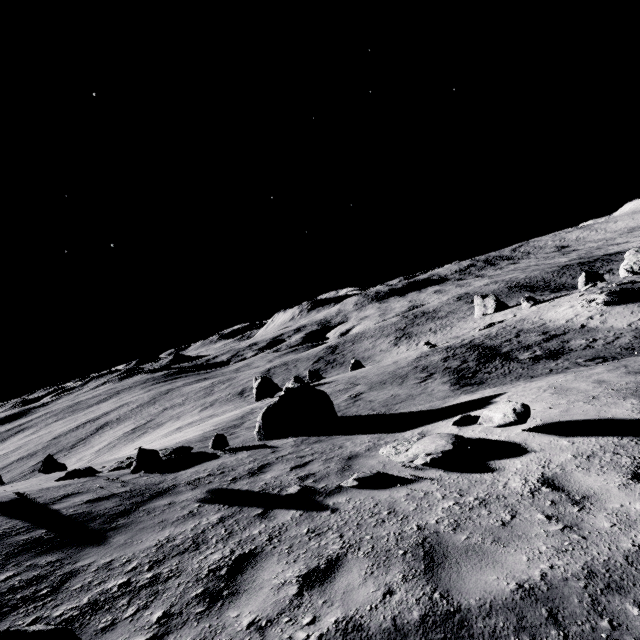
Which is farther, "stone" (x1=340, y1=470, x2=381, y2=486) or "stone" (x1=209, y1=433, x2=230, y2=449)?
"stone" (x1=209, y1=433, x2=230, y2=449)

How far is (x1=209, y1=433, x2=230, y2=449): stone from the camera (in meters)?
10.88

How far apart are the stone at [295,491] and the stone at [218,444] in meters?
5.8 m

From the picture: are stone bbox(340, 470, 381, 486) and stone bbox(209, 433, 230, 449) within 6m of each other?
no

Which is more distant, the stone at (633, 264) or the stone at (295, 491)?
the stone at (633, 264)

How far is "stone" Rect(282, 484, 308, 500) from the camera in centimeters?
543cm

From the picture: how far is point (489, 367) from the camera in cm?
1845

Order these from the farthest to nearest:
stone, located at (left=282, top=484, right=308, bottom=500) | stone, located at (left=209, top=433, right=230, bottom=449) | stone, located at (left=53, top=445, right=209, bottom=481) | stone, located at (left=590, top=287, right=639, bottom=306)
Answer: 1. stone, located at (left=590, top=287, right=639, bottom=306)
2. stone, located at (left=209, top=433, right=230, bottom=449)
3. stone, located at (left=53, top=445, right=209, bottom=481)
4. stone, located at (left=282, top=484, right=308, bottom=500)
